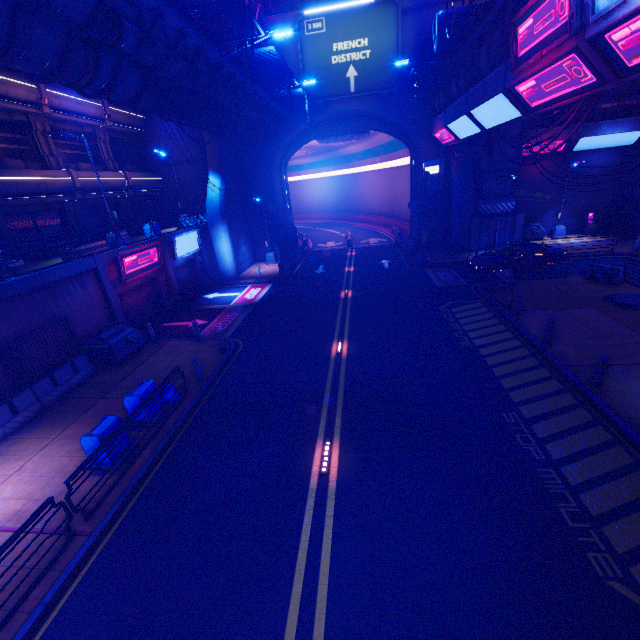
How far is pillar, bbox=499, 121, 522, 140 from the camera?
23.00m

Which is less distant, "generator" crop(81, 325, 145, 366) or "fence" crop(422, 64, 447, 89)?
"generator" crop(81, 325, 145, 366)

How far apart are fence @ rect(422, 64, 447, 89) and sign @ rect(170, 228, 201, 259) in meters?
17.6 m

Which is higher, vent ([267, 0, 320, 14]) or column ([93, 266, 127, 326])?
vent ([267, 0, 320, 14])

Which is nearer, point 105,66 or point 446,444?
point 446,444

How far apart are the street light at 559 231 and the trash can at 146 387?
32.79m

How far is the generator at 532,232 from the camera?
27.8 meters

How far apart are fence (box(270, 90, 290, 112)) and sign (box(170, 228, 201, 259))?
10.2 meters
